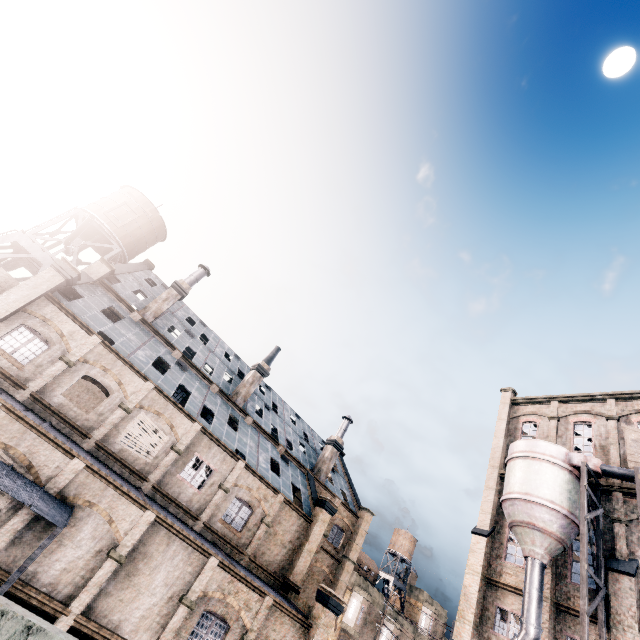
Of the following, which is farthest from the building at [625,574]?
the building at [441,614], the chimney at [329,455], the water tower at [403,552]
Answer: the water tower at [403,552]

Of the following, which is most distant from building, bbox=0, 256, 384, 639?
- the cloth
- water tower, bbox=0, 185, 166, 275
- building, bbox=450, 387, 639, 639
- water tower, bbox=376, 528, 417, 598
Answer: the cloth

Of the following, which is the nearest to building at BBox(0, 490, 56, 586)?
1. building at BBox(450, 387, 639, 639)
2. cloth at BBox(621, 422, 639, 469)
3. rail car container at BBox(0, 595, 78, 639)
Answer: building at BBox(450, 387, 639, 639)

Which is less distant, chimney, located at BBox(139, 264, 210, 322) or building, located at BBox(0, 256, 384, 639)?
building, located at BBox(0, 256, 384, 639)

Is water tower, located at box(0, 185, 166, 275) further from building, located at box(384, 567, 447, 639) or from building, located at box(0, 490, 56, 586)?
building, located at box(384, 567, 447, 639)

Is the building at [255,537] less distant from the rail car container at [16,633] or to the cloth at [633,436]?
the rail car container at [16,633]

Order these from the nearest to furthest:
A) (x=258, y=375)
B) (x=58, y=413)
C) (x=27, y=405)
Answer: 1. (x=27, y=405)
2. (x=58, y=413)
3. (x=258, y=375)

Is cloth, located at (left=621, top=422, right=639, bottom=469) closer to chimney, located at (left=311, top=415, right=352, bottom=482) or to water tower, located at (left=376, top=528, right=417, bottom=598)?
chimney, located at (left=311, top=415, right=352, bottom=482)
